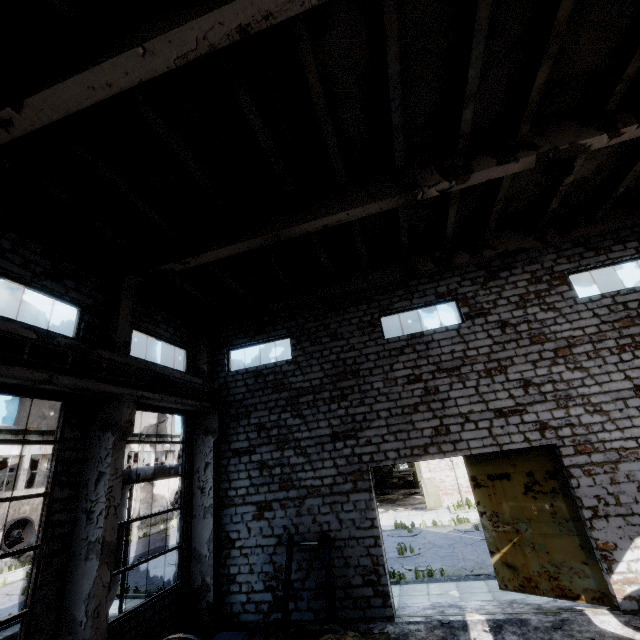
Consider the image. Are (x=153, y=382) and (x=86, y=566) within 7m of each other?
yes

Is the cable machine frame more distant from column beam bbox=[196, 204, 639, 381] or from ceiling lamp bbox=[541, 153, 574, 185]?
ceiling lamp bbox=[541, 153, 574, 185]

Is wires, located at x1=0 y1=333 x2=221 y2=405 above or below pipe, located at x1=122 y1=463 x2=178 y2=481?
above

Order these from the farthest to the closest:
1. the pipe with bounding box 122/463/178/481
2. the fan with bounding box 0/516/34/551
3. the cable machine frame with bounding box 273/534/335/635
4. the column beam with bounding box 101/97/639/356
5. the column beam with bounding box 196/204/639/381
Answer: the fan with bounding box 0/516/34/551
the pipe with bounding box 122/463/178/481
the column beam with bounding box 196/204/639/381
the cable machine frame with bounding box 273/534/335/635
the column beam with bounding box 101/97/639/356

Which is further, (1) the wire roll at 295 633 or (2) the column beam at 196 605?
(2) the column beam at 196 605

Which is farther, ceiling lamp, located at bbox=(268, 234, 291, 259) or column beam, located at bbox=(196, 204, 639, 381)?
column beam, located at bbox=(196, 204, 639, 381)

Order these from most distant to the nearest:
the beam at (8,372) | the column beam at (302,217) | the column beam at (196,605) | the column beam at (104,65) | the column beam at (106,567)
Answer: the column beam at (196,605) → the column beam at (302,217) → the column beam at (106,567) → the beam at (8,372) → the column beam at (104,65)

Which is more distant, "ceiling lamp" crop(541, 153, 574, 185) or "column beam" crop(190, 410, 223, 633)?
"column beam" crop(190, 410, 223, 633)
